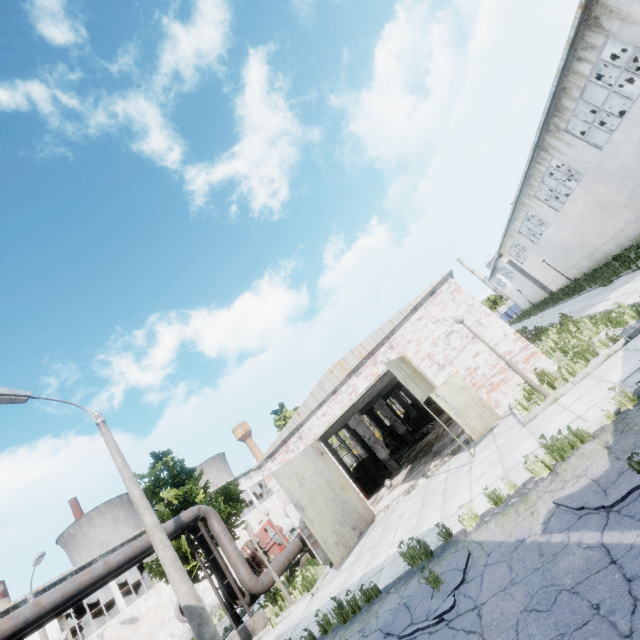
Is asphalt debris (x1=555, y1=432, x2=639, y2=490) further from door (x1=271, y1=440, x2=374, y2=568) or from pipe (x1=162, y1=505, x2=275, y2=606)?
pipe (x1=162, y1=505, x2=275, y2=606)

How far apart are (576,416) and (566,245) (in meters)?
25.43

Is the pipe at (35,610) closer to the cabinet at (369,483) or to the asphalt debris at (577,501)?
the cabinet at (369,483)

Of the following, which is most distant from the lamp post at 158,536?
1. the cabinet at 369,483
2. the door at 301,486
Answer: the cabinet at 369,483

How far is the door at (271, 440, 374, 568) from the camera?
11.7m

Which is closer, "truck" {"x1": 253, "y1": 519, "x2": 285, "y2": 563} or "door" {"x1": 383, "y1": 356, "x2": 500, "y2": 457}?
"door" {"x1": 383, "y1": 356, "x2": 500, "y2": 457}

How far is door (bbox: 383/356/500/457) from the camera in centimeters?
1076cm

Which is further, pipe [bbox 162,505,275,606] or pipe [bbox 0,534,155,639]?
pipe [bbox 162,505,275,606]
